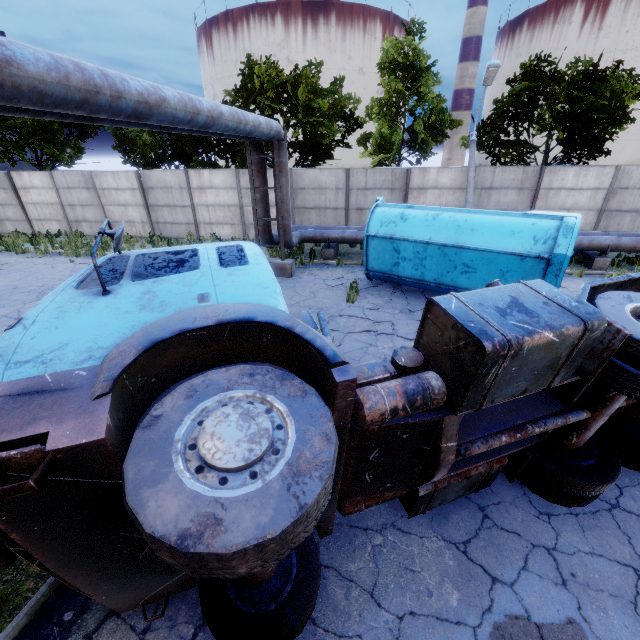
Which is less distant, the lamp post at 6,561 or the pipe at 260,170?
the lamp post at 6,561

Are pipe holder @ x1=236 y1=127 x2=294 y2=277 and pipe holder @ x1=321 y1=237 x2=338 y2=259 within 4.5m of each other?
yes

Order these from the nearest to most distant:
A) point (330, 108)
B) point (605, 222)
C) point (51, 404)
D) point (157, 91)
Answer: point (51, 404) < point (157, 91) < point (605, 222) < point (330, 108)

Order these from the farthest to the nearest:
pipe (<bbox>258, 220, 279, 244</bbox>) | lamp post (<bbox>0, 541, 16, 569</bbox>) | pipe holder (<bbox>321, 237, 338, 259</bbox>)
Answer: pipe holder (<bbox>321, 237, 338, 259</bbox>) < pipe (<bbox>258, 220, 279, 244</bbox>) < lamp post (<bbox>0, 541, 16, 569</bbox>)

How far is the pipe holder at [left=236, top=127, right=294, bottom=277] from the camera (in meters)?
10.96

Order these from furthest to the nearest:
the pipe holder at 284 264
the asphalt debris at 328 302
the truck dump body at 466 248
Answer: the pipe holder at 284 264 → the asphalt debris at 328 302 → the truck dump body at 466 248

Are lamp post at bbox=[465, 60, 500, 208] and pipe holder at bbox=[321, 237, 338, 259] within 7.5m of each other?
yes

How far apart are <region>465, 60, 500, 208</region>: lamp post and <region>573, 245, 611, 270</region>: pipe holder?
4.66m
